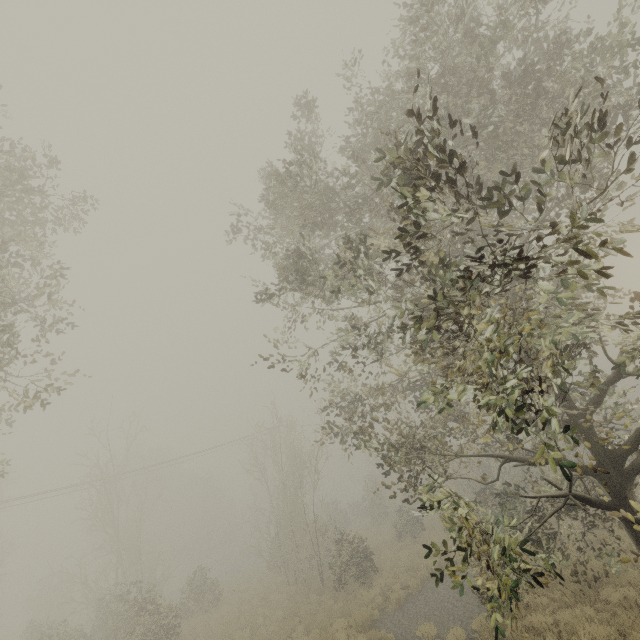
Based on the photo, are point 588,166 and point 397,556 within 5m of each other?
no
